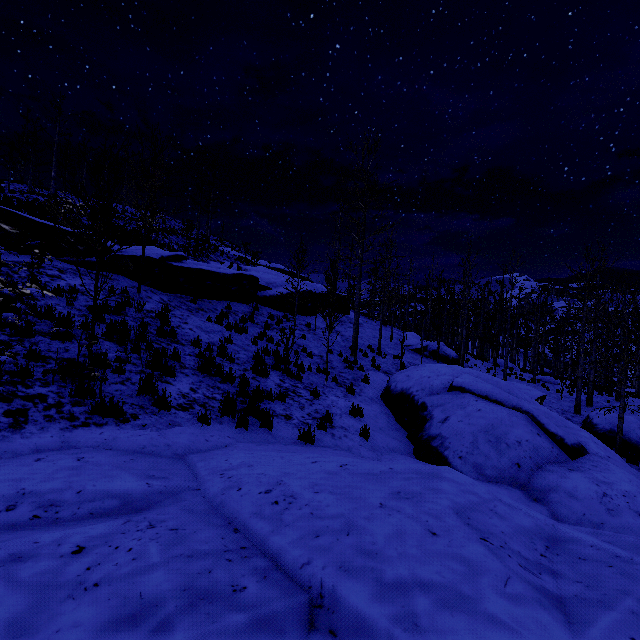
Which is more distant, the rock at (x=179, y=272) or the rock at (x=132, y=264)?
the rock at (x=179, y=272)

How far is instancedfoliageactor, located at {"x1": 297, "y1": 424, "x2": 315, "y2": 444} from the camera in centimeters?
639cm

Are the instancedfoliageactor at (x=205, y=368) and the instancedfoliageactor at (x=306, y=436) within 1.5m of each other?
no

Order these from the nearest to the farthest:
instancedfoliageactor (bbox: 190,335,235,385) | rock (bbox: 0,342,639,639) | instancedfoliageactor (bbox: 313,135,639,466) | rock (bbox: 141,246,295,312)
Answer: rock (bbox: 0,342,639,639), instancedfoliageactor (bbox: 190,335,235,385), instancedfoliageactor (bbox: 313,135,639,466), rock (bbox: 141,246,295,312)

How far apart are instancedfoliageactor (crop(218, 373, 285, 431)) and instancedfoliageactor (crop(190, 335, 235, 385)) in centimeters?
51cm

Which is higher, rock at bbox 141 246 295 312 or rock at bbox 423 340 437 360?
rock at bbox 141 246 295 312

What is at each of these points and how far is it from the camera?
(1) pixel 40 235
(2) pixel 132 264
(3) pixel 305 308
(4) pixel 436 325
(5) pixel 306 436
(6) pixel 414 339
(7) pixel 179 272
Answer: (1) rock, 11.3 meters
(2) rock, 12.5 meters
(3) rock, 20.2 meters
(4) instancedfoliageactor, 37.7 meters
(5) instancedfoliageactor, 6.4 meters
(6) rock, 27.1 meters
(7) rock, 13.7 meters

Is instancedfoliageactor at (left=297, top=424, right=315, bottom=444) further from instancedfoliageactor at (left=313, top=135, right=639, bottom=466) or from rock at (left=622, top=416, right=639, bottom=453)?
instancedfoliageactor at (left=313, top=135, right=639, bottom=466)
